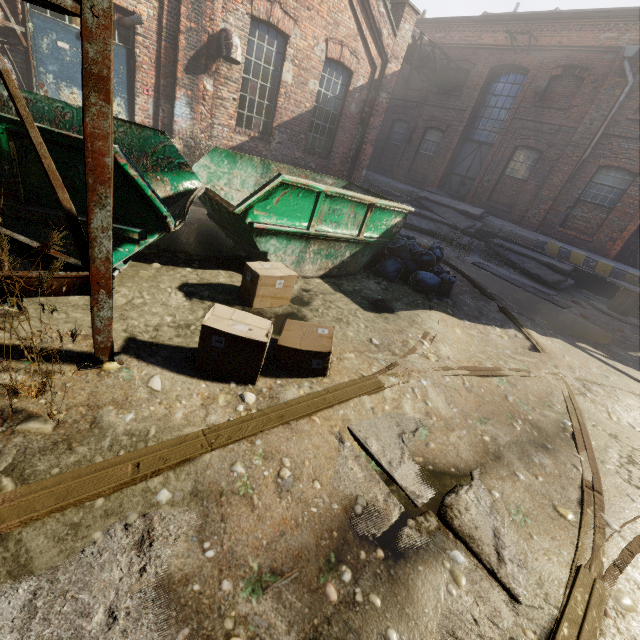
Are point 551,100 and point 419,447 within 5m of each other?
no

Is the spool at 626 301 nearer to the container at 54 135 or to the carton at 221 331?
the container at 54 135

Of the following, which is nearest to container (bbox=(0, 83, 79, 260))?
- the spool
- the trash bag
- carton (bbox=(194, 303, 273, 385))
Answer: the trash bag

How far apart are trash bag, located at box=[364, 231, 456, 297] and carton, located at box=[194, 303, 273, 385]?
3.0 meters

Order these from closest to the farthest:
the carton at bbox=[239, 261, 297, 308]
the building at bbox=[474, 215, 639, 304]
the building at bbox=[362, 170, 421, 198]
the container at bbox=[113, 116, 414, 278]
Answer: the container at bbox=[113, 116, 414, 278] → the carton at bbox=[239, 261, 297, 308] → the building at bbox=[474, 215, 639, 304] → the building at bbox=[362, 170, 421, 198]

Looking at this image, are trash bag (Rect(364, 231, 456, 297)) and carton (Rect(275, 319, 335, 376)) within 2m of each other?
no

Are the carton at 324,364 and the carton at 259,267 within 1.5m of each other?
yes
